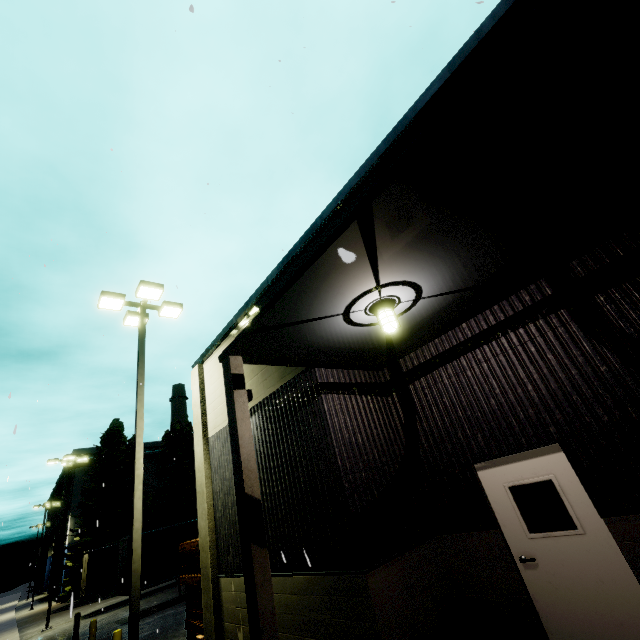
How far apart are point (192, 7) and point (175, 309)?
11.0m

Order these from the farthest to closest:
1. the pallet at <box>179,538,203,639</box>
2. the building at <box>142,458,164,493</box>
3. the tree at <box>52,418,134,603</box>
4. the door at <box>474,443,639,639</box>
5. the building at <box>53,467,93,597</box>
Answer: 1. the building at <box>142,458,164,493</box>
2. the building at <box>53,467,93,597</box>
3. the tree at <box>52,418,134,603</box>
4. the pallet at <box>179,538,203,639</box>
5. the door at <box>474,443,639,639</box>

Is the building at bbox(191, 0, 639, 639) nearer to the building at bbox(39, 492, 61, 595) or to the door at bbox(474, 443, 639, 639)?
the door at bbox(474, 443, 639, 639)

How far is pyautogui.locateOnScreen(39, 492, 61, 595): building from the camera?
49.17m

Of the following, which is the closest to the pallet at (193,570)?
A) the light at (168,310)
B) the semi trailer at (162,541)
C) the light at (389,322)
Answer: the light at (168,310)

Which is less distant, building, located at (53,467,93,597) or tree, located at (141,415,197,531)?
tree, located at (141,415,197,531)

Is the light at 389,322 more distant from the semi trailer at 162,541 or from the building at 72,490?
the building at 72,490

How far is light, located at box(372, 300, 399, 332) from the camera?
4.6 meters
